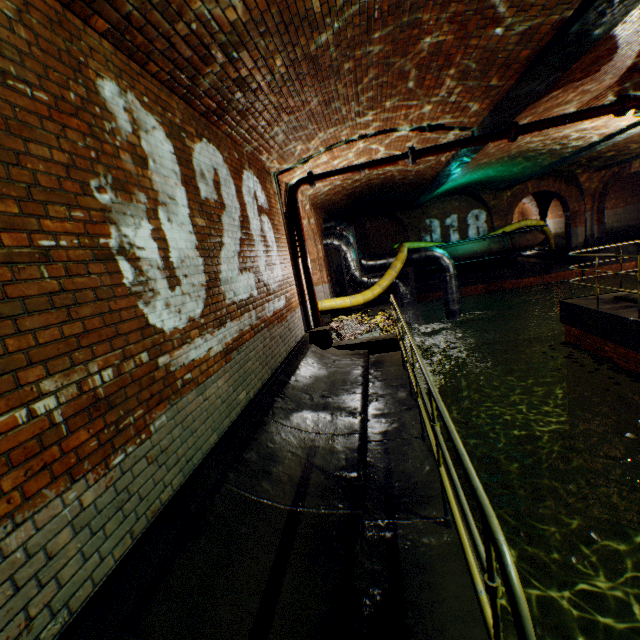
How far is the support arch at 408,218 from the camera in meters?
19.0 m

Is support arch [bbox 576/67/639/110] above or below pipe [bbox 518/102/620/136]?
above

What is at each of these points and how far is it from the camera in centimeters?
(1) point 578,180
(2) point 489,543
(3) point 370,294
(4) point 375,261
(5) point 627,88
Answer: (1) support arch, 1798cm
(2) railing, 128cm
(3) large conduit, 1181cm
(4) pipe, 1400cm
(5) support arch, 664cm

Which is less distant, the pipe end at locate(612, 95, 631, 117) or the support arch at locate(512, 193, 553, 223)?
the pipe end at locate(612, 95, 631, 117)

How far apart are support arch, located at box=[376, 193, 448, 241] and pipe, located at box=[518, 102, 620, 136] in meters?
12.0

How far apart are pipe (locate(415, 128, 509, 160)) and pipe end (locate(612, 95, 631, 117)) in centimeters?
200cm

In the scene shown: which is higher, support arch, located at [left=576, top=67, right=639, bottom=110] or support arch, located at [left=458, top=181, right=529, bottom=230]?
Answer: support arch, located at [left=576, top=67, right=639, bottom=110]

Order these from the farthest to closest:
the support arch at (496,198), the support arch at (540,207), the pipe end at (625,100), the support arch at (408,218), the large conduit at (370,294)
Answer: the support arch at (540,207) → the support arch at (408,218) → the support arch at (496,198) → the large conduit at (370,294) → the pipe end at (625,100)
